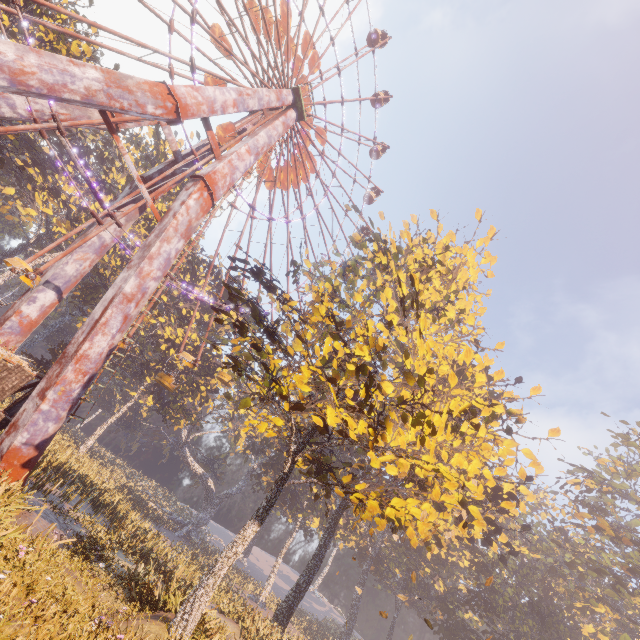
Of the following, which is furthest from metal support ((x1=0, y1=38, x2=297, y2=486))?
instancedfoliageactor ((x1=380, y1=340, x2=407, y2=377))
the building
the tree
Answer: instancedfoliageactor ((x1=380, y1=340, x2=407, y2=377))

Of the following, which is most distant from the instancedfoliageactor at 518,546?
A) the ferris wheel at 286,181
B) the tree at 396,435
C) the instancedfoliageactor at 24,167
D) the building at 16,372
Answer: the instancedfoliageactor at 24,167

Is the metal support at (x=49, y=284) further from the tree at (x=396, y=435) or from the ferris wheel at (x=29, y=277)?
the tree at (x=396, y=435)

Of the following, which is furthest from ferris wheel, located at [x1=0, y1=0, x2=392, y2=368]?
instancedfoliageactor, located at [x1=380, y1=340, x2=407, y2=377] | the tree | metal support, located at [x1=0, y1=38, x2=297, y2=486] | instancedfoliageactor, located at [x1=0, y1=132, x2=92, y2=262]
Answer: instancedfoliageactor, located at [x1=380, y1=340, x2=407, y2=377]

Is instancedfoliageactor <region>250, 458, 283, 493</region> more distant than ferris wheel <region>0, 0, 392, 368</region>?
Yes

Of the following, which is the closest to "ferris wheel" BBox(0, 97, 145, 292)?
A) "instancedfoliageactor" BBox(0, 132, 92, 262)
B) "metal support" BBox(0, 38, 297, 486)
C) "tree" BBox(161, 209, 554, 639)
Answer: "metal support" BBox(0, 38, 297, 486)

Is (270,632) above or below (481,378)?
below

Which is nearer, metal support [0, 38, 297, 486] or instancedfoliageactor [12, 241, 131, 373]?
metal support [0, 38, 297, 486]
